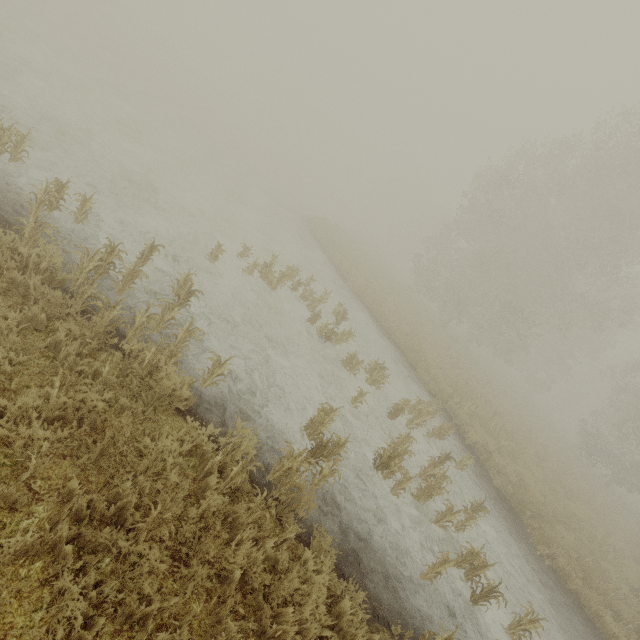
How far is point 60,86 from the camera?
11.63m
